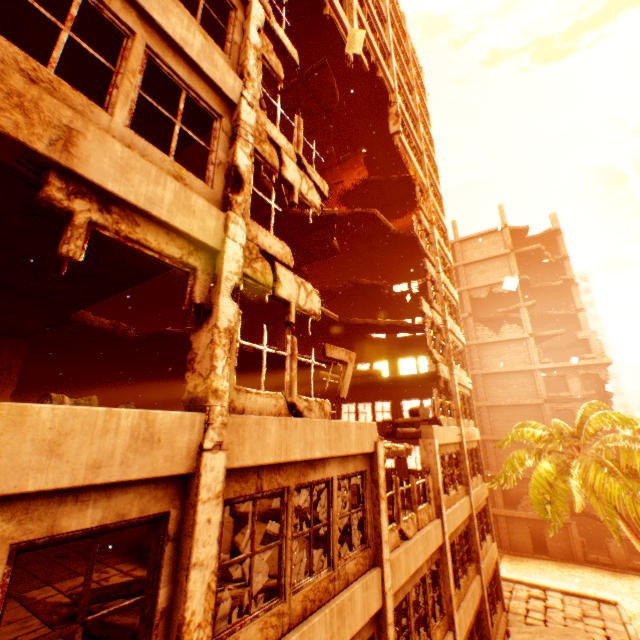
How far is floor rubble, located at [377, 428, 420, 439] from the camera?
12.28m

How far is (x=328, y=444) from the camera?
6.2 meters

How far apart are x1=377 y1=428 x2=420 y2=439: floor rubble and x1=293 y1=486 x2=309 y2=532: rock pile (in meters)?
0.91

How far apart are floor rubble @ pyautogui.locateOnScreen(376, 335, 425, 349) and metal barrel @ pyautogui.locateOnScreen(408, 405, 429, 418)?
7.91m

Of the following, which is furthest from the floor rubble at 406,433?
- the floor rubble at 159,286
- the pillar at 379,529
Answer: the floor rubble at 159,286

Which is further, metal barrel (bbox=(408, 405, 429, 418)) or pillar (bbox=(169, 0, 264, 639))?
metal barrel (bbox=(408, 405, 429, 418))

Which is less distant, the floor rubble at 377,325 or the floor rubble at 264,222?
the floor rubble at 264,222

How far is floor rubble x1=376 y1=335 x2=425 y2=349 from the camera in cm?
2166
